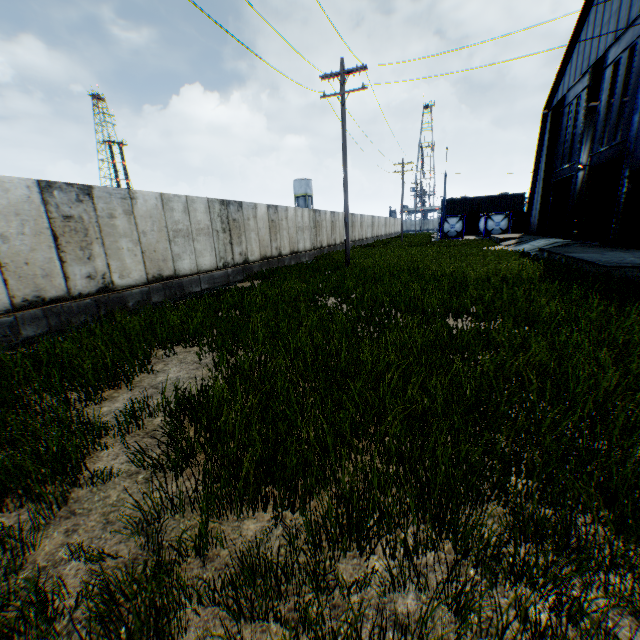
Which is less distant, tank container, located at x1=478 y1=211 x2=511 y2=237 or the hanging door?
the hanging door

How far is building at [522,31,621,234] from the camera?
21.2m

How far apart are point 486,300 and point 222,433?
6.9m

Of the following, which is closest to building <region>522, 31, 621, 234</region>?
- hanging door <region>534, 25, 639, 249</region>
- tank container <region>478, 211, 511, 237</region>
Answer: hanging door <region>534, 25, 639, 249</region>

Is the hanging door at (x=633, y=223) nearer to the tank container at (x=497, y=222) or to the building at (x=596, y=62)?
the building at (x=596, y=62)

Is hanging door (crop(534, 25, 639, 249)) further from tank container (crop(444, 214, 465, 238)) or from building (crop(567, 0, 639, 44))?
tank container (crop(444, 214, 465, 238))

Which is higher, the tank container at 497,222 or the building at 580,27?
the building at 580,27
